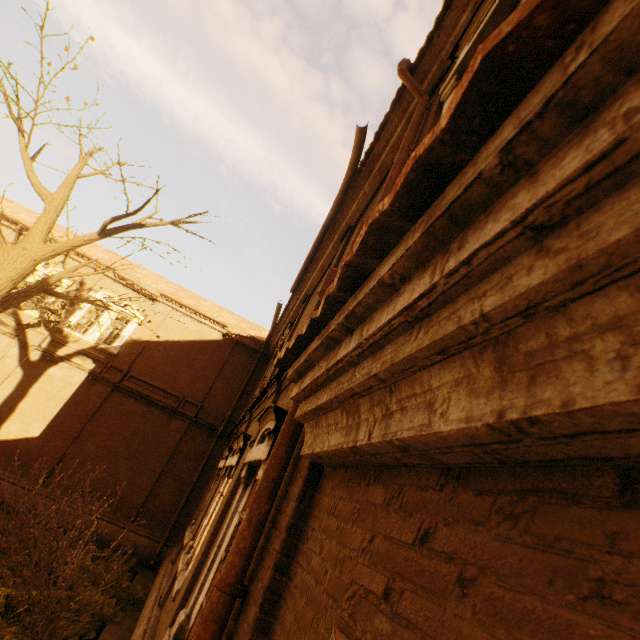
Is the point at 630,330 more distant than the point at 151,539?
No

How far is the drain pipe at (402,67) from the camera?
4.1 meters

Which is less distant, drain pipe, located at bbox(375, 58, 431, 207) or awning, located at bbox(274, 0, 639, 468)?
awning, located at bbox(274, 0, 639, 468)

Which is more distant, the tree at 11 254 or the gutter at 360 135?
the tree at 11 254

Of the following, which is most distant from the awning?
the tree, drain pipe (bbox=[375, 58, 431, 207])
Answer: the tree

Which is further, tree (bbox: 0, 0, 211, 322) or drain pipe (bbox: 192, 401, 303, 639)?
tree (bbox: 0, 0, 211, 322)
